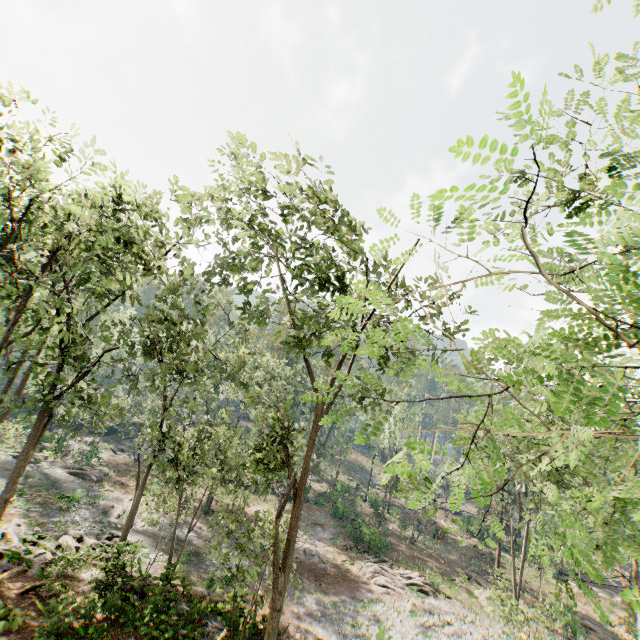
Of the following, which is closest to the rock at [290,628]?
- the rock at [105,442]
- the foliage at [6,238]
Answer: the foliage at [6,238]

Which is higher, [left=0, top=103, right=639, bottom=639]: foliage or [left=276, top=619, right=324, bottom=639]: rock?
[left=0, top=103, right=639, bottom=639]: foliage

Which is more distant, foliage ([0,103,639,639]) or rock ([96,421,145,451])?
rock ([96,421,145,451])

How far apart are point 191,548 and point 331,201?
30.25m

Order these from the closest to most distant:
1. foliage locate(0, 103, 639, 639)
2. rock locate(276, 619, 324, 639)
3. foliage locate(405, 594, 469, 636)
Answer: foliage locate(0, 103, 639, 639) < rock locate(276, 619, 324, 639) < foliage locate(405, 594, 469, 636)

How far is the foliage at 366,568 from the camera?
27.8 meters

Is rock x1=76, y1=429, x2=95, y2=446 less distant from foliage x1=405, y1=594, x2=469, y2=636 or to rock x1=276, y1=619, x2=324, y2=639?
foliage x1=405, y1=594, x2=469, y2=636
